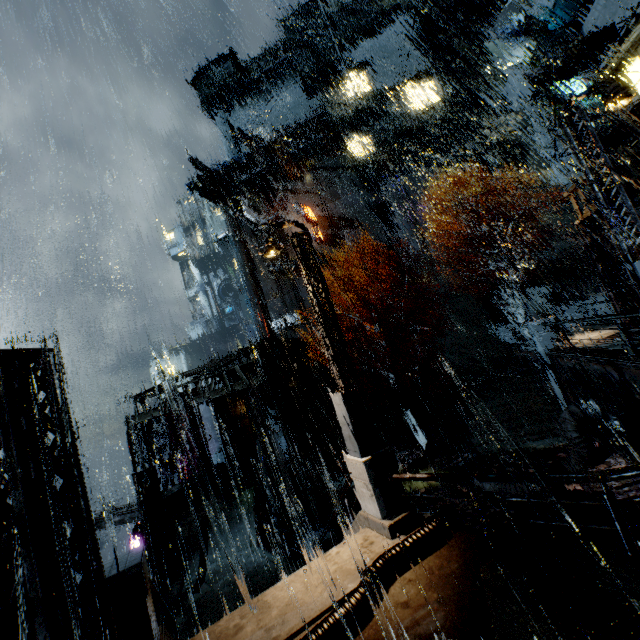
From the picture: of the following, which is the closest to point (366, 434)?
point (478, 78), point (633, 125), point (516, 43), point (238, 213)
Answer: point (633, 125)

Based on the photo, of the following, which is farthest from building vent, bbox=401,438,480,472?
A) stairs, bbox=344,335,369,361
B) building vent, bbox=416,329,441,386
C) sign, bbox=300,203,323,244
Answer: sign, bbox=300,203,323,244

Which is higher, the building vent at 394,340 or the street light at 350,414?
the building vent at 394,340

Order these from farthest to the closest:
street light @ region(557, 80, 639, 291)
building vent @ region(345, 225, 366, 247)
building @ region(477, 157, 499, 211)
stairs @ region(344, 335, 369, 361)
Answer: building vent @ region(345, 225, 366, 247)
building @ region(477, 157, 499, 211)
stairs @ region(344, 335, 369, 361)
street light @ region(557, 80, 639, 291)

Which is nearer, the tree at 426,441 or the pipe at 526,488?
the pipe at 526,488

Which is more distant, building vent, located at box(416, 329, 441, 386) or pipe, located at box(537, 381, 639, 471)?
building vent, located at box(416, 329, 441, 386)

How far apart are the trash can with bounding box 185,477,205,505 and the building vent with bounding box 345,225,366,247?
31.7 meters

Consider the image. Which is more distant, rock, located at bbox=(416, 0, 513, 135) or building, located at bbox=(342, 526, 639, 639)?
rock, located at bbox=(416, 0, 513, 135)
